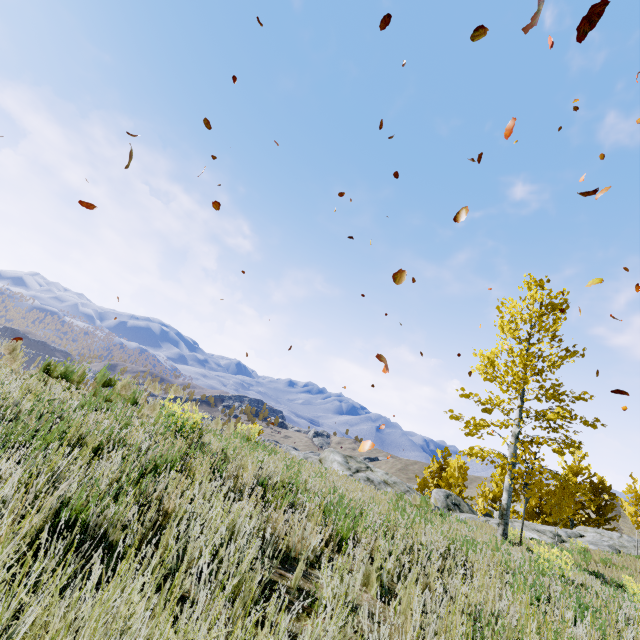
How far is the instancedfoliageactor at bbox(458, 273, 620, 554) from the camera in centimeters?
1168cm

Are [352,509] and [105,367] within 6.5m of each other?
yes

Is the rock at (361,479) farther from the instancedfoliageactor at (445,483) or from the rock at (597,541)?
the rock at (597,541)

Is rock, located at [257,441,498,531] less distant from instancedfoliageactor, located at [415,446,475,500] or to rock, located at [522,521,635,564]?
A: instancedfoliageactor, located at [415,446,475,500]

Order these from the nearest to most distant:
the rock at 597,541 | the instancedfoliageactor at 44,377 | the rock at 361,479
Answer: the instancedfoliageactor at 44,377 < the rock at 361,479 < the rock at 597,541

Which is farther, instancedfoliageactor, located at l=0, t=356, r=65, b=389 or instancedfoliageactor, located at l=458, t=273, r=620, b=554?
instancedfoliageactor, located at l=458, t=273, r=620, b=554
